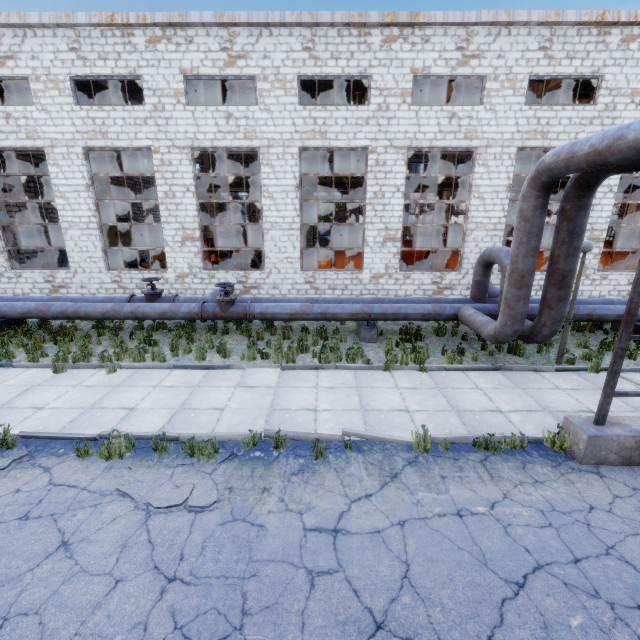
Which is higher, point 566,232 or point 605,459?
point 566,232

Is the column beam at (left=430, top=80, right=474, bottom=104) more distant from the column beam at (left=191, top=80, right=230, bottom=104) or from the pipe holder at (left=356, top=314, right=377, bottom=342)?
the column beam at (left=191, top=80, right=230, bottom=104)

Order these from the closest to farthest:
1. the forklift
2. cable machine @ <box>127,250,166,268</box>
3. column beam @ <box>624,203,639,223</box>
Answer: cable machine @ <box>127,250,166,268</box> < the forklift < column beam @ <box>624,203,639,223</box>

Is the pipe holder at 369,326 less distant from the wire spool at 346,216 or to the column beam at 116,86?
the wire spool at 346,216

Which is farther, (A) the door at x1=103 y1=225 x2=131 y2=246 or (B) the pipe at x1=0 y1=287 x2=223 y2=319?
(A) the door at x1=103 y1=225 x2=131 y2=246

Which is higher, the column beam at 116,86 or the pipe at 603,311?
the column beam at 116,86

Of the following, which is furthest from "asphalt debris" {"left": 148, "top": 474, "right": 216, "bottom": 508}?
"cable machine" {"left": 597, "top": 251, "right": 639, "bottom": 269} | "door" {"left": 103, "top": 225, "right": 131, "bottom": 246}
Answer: "door" {"left": 103, "top": 225, "right": 131, "bottom": 246}

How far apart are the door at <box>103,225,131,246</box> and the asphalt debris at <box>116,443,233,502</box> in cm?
2404
